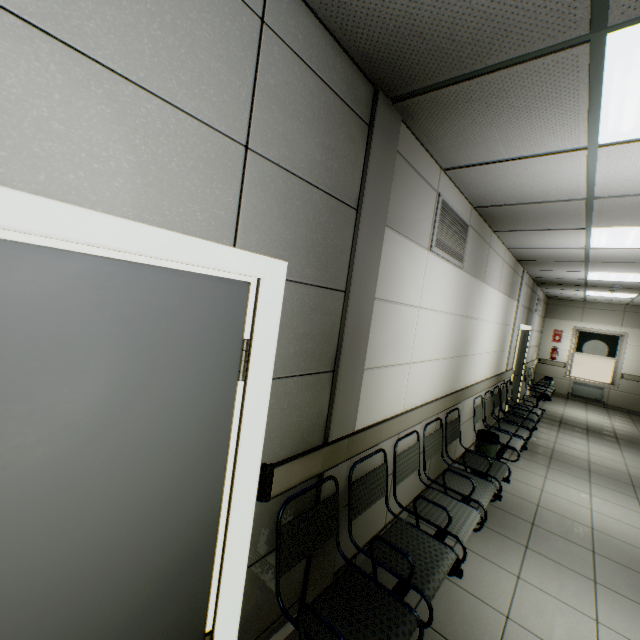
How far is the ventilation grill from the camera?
2.8 meters

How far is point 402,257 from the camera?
2.4m

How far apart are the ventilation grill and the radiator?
10.23m

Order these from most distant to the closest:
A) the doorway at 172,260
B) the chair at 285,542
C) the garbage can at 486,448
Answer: the garbage can at 486,448
the chair at 285,542
the doorway at 172,260

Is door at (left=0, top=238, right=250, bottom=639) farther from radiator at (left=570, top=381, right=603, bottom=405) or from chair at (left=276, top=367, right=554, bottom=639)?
radiator at (left=570, top=381, right=603, bottom=405)

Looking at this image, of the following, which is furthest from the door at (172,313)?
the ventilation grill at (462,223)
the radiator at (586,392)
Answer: the radiator at (586,392)

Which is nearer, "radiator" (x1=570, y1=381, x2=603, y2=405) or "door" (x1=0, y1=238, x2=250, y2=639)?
"door" (x1=0, y1=238, x2=250, y2=639)

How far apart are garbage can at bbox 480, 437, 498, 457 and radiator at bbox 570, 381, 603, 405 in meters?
8.7
